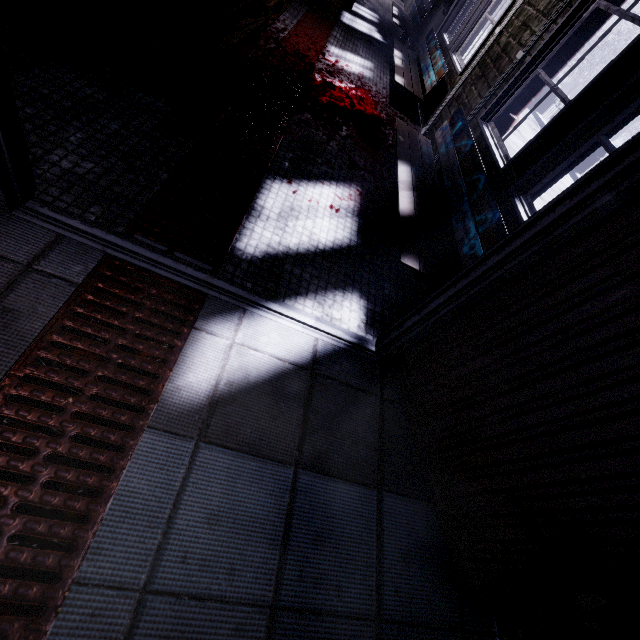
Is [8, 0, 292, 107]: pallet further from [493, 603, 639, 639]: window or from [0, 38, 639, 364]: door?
[493, 603, 639, 639]: window

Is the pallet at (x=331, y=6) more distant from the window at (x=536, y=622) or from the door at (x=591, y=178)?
the door at (x=591, y=178)

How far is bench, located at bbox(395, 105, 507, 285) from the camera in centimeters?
182cm

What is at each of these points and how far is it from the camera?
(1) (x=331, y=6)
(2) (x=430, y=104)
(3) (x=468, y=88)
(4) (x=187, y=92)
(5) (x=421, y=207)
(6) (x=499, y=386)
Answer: (1) pallet, 4.30m
(2) window, 3.93m
(3) window, 3.14m
(4) pallet, 1.90m
(5) bench, 2.18m
(6) door, 1.10m

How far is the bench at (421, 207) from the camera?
1.8 meters

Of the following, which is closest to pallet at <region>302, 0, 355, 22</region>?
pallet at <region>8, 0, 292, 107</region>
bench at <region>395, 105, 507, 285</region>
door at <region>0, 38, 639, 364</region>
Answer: pallet at <region>8, 0, 292, 107</region>

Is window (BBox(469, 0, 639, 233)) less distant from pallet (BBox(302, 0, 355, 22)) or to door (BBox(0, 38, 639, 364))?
door (BBox(0, 38, 639, 364))
